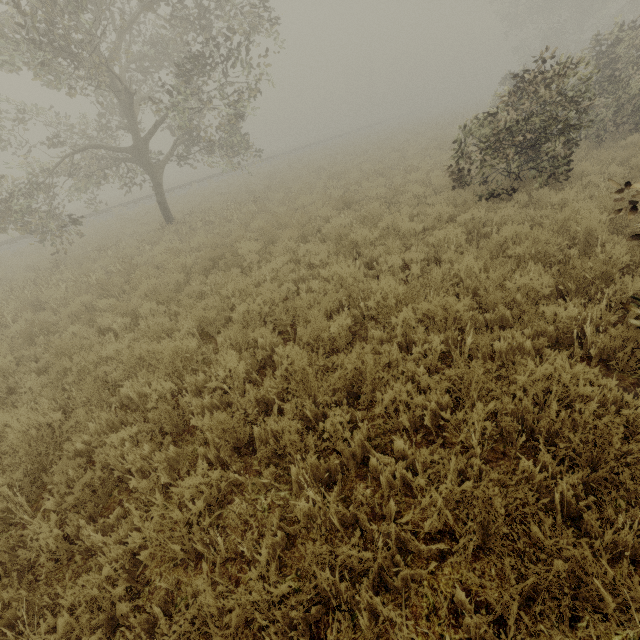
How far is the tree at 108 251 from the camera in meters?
9.7

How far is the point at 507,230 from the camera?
5.8 meters

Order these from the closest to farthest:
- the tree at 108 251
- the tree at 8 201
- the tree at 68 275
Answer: the tree at 68 275, the tree at 8 201, the tree at 108 251

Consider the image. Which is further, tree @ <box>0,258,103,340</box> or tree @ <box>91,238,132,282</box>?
tree @ <box>91,238,132,282</box>

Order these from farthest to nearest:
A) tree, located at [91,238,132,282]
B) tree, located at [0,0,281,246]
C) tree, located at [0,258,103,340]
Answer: tree, located at [91,238,132,282], tree, located at [0,0,281,246], tree, located at [0,258,103,340]

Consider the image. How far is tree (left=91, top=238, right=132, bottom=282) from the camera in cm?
966
